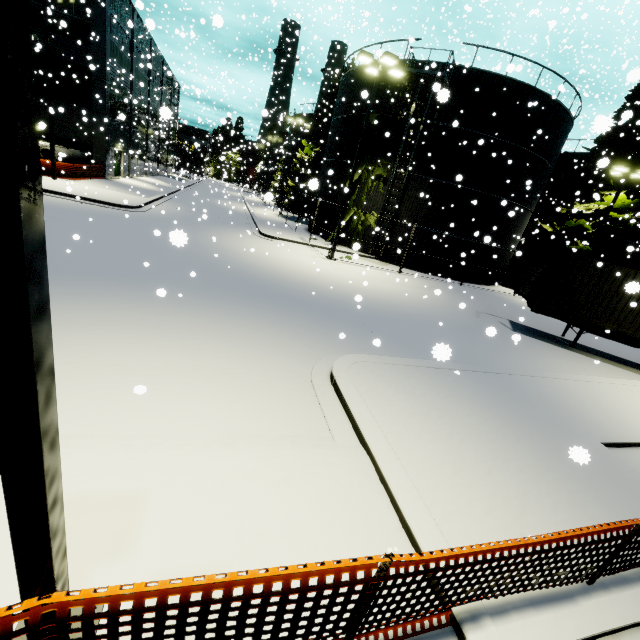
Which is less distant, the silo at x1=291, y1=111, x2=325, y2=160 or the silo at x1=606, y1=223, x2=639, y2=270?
the silo at x1=606, y1=223, x2=639, y2=270

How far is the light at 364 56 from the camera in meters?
15.1 m

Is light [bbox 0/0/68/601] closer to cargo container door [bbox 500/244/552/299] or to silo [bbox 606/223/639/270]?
cargo container door [bbox 500/244/552/299]

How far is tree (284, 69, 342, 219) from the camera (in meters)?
32.31

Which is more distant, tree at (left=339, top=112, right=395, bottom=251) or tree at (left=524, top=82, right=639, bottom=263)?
tree at (left=524, top=82, right=639, bottom=263)

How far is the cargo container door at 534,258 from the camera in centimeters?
1366cm

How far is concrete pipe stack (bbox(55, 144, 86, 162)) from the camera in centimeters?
1322cm

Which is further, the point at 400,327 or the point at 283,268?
the point at 283,268
